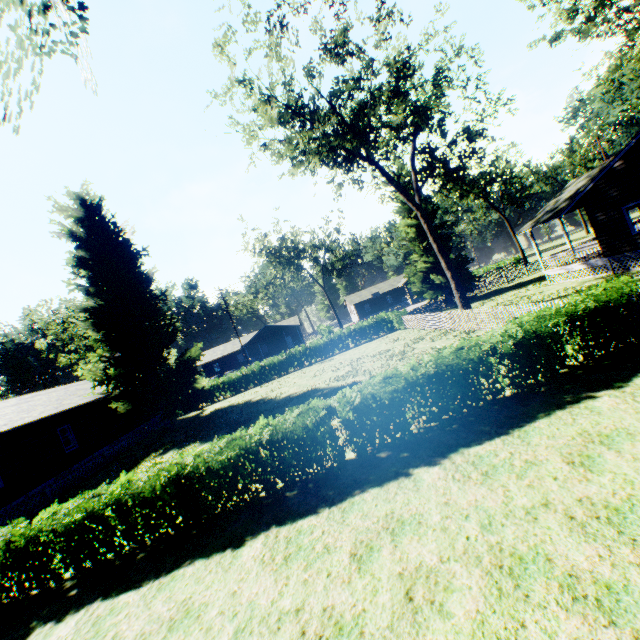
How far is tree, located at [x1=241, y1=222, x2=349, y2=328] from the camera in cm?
4801

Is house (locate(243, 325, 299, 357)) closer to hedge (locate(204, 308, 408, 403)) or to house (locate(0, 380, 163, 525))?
hedge (locate(204, 308, 408, 403))

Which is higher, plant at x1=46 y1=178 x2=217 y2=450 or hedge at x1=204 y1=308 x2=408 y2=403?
plant at x1=46 y1=178 x2=217 y2=450

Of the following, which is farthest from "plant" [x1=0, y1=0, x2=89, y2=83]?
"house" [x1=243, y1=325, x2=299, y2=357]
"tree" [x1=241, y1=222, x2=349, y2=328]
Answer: "house" [x1=243, y1=325, x2=299, y2=357]

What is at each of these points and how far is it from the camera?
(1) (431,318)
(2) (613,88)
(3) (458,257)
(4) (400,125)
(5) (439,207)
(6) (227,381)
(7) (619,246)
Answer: (1) fence, 23.48m
(2) plant, 33.03m
(3) plant, 32.38m
(4) tree, 26.38m
(5) plant, 32.75m
(6) hedge, 32.97m
(7) house, 18.08m

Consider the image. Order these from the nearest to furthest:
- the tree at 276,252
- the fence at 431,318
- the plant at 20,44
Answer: the plant at 20,44
the fence at 431,318
the tree at 276,252

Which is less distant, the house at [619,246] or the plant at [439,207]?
the house at [619,246]

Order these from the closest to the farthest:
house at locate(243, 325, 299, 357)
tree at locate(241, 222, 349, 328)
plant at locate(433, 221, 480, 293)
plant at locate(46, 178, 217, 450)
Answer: plant at locate(46, 178, 217, 450) → plant at locate(433, 221, 480, 293) → tree at locate(241, 222, 349, 328) → house at locate(243, 325, 299, 357)
